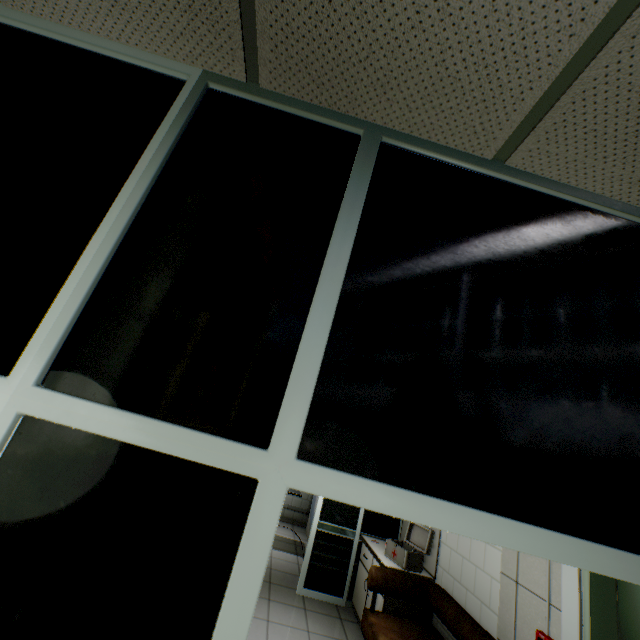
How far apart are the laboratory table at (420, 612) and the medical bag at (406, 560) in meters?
0.3 m

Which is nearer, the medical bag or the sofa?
the sofa

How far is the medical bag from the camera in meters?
3.9

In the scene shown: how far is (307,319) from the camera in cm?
97

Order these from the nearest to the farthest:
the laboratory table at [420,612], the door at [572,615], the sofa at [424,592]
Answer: the door at [572,615]
the sofa at [424,592]
the laboratory table at [420,612]

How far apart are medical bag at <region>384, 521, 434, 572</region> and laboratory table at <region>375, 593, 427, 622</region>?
0.31m

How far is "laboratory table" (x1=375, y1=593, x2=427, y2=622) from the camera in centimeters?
369cm

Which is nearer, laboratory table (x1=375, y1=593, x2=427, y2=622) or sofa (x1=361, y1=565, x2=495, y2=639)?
sofa (x1=361, y1=565, x2=495, y2=639)
